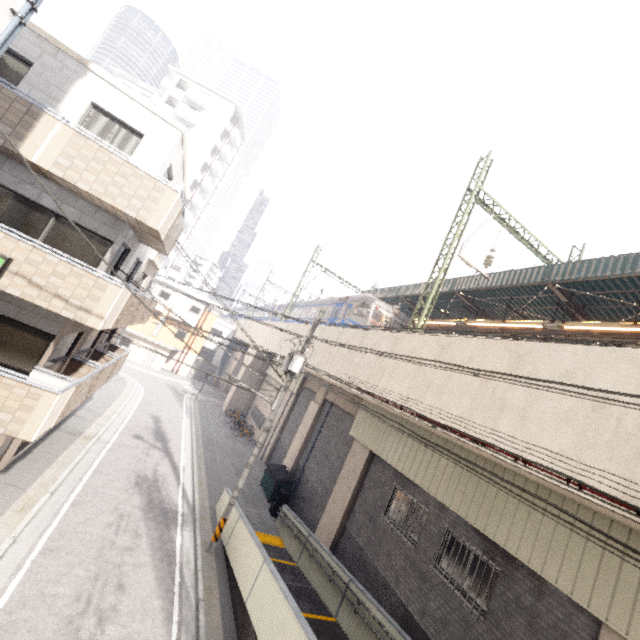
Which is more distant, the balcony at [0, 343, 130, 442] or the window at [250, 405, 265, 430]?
the window at [250, 405, 265, 430]

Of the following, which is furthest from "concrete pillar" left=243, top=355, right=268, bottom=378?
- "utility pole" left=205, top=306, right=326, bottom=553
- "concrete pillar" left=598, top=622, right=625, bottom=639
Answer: "concrete pillar" left=598, top=622, right=625, bottom=639

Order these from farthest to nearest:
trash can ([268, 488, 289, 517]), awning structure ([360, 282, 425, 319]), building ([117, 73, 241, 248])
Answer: building ([117, 73, 241, 248])
awning structure ([360, 282, 425, 319])
trash can ([268, 488, 289, 517])

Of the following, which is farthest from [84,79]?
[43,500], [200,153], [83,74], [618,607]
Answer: [200,153]

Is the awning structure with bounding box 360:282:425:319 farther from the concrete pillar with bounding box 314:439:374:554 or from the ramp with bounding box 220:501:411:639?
the ramp with bounding box 220:501:411:639

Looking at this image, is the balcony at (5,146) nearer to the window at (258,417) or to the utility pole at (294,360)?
the utility pole at (294,360)

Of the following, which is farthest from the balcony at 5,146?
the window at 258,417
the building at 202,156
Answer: the building at 202,156

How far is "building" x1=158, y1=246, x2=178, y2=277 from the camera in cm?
4628
